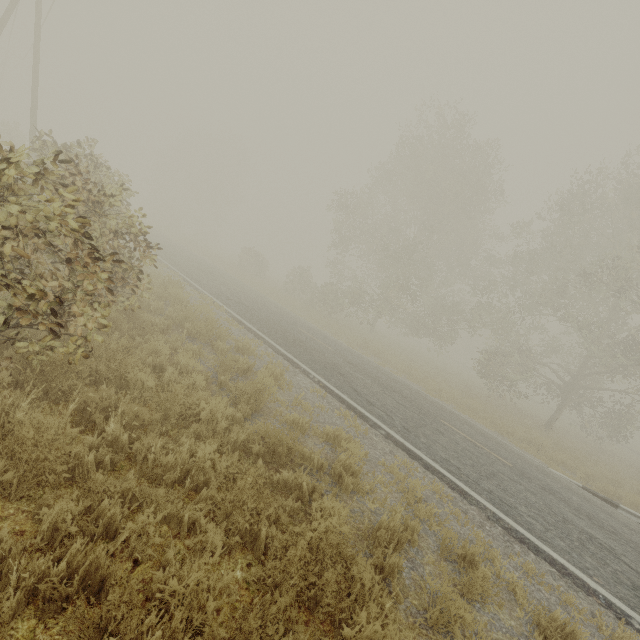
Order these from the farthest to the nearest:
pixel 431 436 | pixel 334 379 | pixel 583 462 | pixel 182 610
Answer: pixel 583 462, pixel 334 379, pixel 431 436, pixel 182 610
